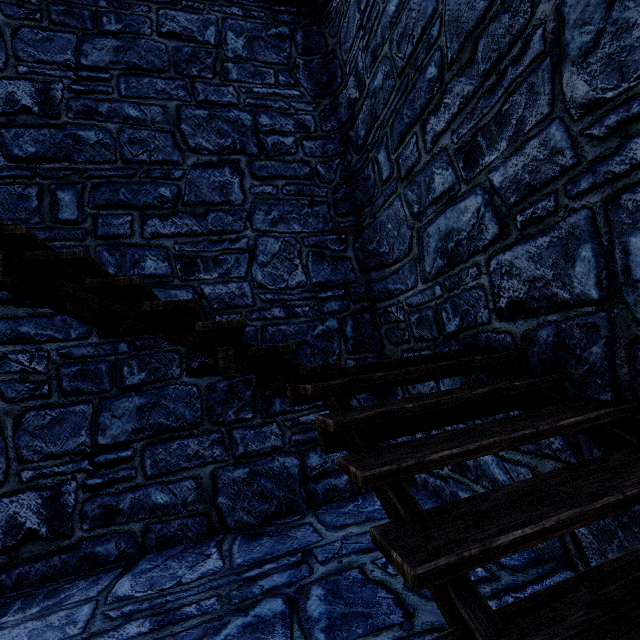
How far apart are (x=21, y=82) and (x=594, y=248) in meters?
6.6 m
